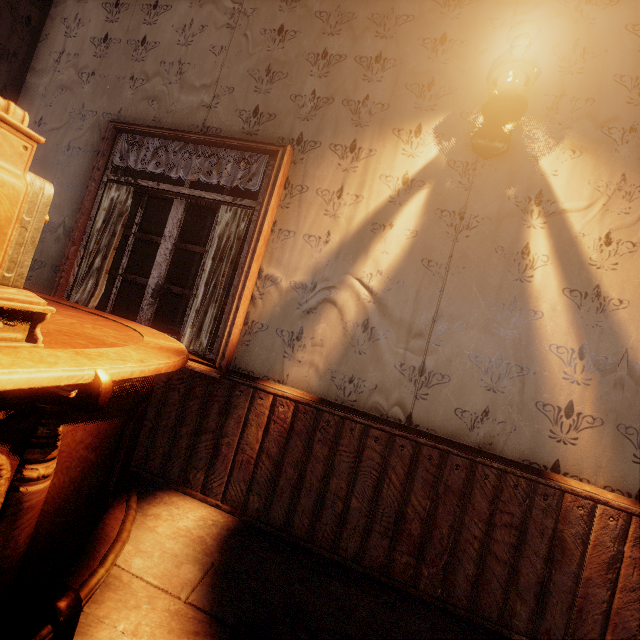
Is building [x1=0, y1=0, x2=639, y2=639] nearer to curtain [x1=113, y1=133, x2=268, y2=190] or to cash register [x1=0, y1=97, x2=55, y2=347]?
curtain [x1=113, y1=133, x2=268, y2=190]

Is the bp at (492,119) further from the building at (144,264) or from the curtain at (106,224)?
the curtain at (106,224)

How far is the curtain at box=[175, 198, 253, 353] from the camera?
2.2m

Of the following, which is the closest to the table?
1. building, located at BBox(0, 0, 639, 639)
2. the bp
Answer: building, located at BBox(0, 0, 639, 639)

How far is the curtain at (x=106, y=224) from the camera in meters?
2.4

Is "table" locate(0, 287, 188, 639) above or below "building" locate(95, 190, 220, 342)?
below

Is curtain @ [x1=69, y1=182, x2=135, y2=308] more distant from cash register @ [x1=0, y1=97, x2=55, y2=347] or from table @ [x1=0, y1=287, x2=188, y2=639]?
cash register @ [x1=0, y1=97, x2=55, y2=347]

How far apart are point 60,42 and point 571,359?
4.7m
